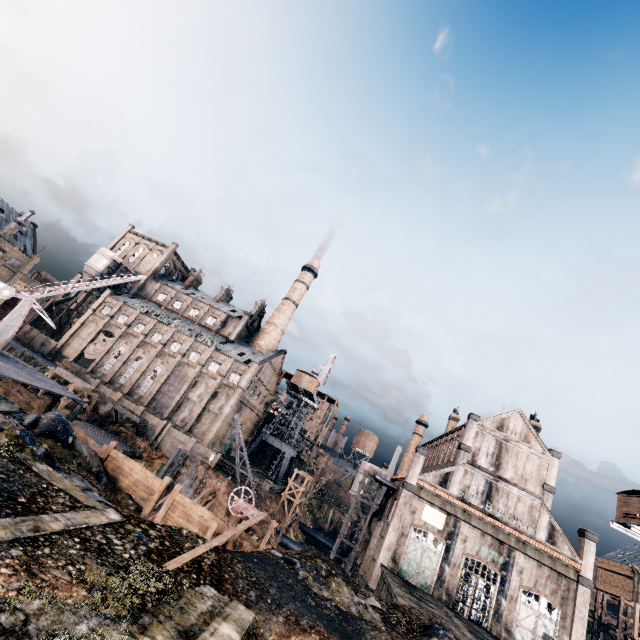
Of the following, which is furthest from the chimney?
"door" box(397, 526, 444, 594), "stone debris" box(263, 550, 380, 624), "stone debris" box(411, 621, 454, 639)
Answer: "stone debris" box(263, 550, 380, 624)

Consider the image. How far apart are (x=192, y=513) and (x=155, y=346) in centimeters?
4676cm

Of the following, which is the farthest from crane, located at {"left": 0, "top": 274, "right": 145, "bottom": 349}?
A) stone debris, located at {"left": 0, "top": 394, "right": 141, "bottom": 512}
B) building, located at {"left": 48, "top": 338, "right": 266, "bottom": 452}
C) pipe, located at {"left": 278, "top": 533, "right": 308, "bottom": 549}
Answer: pipe, located at {"left": 278, "top": 533, "right": 308, "bottom": 549}

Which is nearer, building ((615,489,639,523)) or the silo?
building ((615,489,639,523))

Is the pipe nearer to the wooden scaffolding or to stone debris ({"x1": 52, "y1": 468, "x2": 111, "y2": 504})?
the wooden scaffolding

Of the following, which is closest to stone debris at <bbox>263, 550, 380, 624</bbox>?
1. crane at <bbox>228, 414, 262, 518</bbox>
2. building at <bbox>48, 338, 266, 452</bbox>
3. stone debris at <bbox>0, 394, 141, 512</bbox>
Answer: stone debris at <bbox>0, 394, 141, 512</bbox>

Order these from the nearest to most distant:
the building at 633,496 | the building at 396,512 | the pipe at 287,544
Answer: the building at 633,496
the building at 396,512
the pipe at 287,544

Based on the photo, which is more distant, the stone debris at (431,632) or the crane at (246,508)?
the crane at (246,508)
